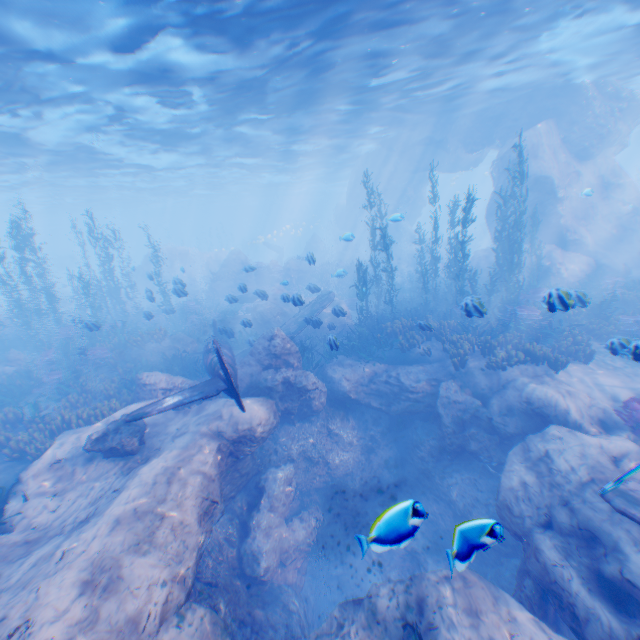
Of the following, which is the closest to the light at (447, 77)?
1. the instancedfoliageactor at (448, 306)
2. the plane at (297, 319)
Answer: the instancedfoliageactor at (448, 306)

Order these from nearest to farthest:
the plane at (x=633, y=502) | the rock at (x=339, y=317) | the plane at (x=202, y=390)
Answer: the plane at (x=633, y=502), the plane at (x=202, y=390), the rock at (x=339, y=317)

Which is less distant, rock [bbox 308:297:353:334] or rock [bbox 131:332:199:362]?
rock [bbox 308:297:353:334]

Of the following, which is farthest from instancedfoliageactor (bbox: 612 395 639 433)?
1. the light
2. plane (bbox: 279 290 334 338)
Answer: the light

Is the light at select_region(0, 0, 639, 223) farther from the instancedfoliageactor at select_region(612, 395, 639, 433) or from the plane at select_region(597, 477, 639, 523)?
the plane at select_region(597, 477, 639, 523)

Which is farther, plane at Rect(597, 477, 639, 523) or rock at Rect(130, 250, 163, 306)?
rock at Rect(130, 250, 163, 306)

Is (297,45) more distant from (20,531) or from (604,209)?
(604,209)
